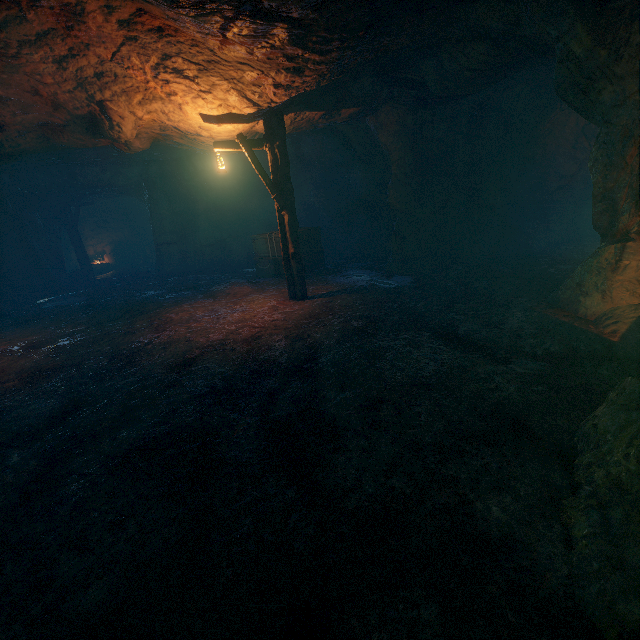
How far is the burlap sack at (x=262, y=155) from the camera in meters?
13.7 m

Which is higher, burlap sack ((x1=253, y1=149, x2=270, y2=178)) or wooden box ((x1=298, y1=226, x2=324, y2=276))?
burlap sack ((x1=253, y1=149, x2=270, y2=178))

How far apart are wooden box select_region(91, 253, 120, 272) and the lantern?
18.20m

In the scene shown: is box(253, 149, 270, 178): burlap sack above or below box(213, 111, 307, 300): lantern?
above

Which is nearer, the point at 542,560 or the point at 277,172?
the point at 542,560

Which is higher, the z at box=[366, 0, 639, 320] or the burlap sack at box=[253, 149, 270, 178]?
the burlap sack at box=[253, 149, 270, 178]

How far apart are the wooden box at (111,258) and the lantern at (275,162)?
18.2m
